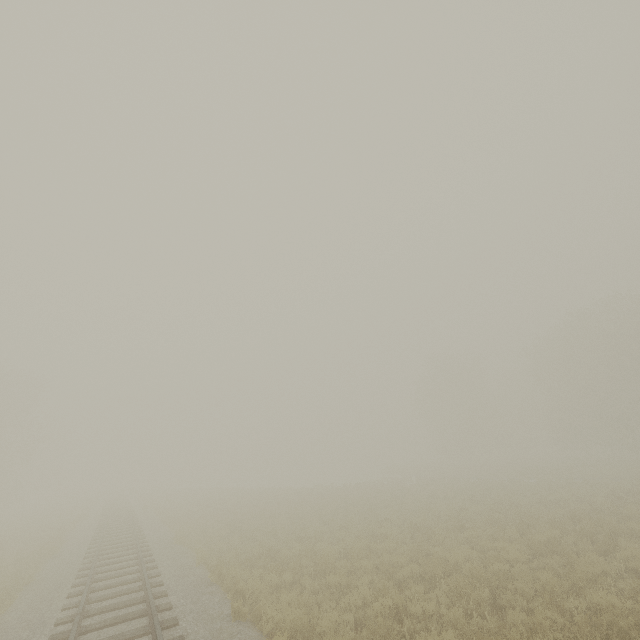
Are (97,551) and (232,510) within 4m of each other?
no
